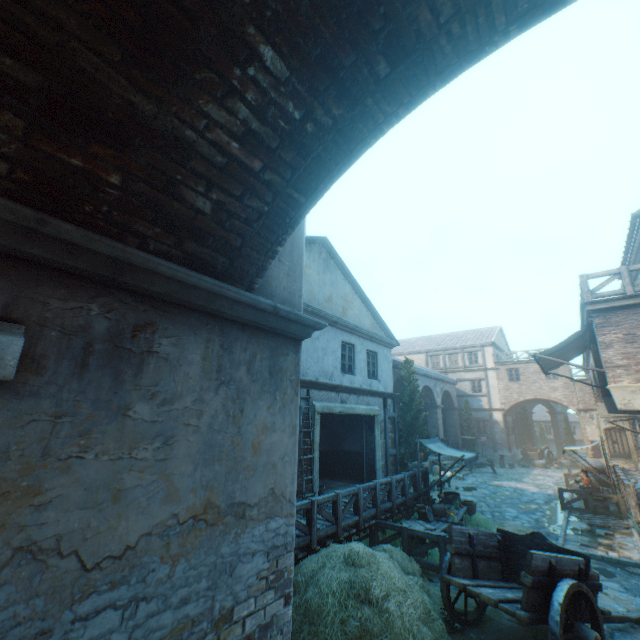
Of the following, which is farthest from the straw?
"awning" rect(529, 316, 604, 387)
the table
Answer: "awning" rect(529, 316, 604, 387)

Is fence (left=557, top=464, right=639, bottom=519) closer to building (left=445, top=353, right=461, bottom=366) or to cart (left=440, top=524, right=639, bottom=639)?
cart (left=440, top=524, right=639, bottom=639)

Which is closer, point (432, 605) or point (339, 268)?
point (432, 605)

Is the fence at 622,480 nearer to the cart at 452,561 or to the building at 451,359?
the cart at 452,561

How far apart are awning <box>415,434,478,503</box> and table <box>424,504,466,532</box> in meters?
0.1 m

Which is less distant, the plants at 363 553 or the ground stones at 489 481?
the plants at 363 553

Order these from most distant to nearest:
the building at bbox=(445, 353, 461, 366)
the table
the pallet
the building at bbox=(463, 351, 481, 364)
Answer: the building at bbox=(445, 353, 461, 366)
the building at bbox=(463, 351, 481, 364)
the pallet
the table

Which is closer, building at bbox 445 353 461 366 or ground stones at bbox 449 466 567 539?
ground stones at bbox 449 466 567 539
